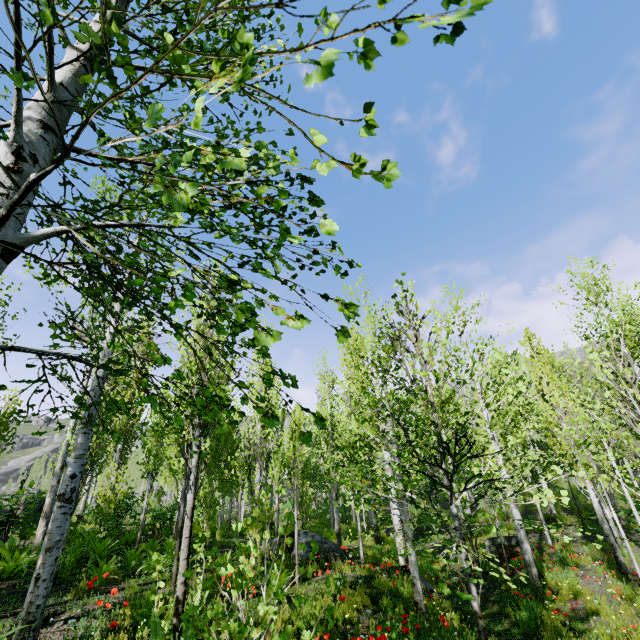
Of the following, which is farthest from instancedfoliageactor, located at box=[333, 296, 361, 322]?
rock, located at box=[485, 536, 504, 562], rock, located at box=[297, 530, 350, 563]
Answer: rock, located at box=[485, 536, 504, 562]

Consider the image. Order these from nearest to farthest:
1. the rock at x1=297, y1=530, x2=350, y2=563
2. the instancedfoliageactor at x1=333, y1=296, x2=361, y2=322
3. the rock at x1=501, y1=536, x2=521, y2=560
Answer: the instancedfoliageactor at x1=333, y1=296, x2=361, y2=322 → the rock at x1=297, y1=530, x2=350, y2=563 → the rock at x1=501, y1=536, x2=521, y2=560

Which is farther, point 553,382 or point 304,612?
point 553,382

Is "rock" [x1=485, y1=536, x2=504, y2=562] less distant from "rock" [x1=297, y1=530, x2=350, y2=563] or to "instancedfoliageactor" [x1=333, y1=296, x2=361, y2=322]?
→ "instancedfoliageactor" [x1=333, y1=296, x2=361, y2=322]

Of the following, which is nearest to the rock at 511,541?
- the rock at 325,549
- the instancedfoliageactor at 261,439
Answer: the instancedfoliageactor at 261,439

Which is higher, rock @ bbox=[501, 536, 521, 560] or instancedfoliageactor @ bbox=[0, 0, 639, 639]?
instancedfoliageactor @ bbox=[0, 0, 639, 639]

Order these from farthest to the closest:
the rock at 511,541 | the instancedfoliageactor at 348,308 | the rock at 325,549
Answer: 1. the rock at 511,541
2. the rock at 325,549
3. the instancedfoliageactor at 348,308
